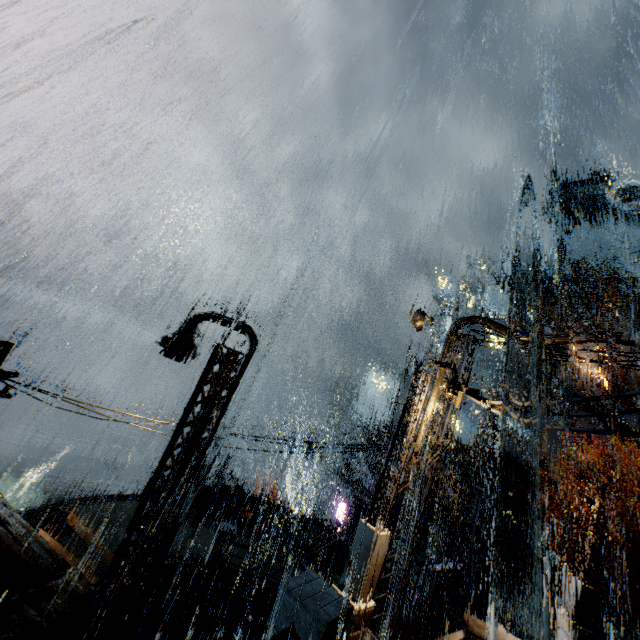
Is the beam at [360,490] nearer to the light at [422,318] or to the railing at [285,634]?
the light at [422,318]

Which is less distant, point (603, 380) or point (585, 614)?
point (585, 614)

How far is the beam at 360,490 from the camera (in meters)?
29.03

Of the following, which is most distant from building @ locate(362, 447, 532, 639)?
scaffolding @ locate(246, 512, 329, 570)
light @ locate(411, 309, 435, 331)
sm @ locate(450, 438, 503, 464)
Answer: scaffolding @ locate(246, 512, 329, 570)

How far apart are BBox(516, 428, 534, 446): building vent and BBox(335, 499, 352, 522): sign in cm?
2676

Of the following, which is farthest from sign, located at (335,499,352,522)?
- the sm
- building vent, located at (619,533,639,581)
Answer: building vent, located at (619,533,639,581)

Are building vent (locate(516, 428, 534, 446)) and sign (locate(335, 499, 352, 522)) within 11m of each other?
no

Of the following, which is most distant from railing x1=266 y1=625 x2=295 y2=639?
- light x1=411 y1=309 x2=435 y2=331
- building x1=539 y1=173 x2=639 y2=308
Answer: light x1=411 y1=309 x2=435 y2=331
